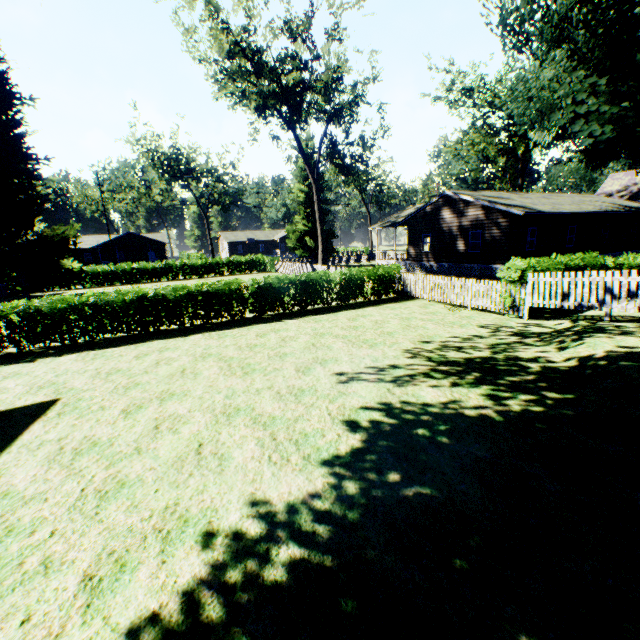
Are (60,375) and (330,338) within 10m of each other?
yes

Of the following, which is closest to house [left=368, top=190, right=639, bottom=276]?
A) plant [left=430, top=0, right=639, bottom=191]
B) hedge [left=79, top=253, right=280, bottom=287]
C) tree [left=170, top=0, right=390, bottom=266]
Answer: plant [left=430, top=0, right=639, bottom=191]

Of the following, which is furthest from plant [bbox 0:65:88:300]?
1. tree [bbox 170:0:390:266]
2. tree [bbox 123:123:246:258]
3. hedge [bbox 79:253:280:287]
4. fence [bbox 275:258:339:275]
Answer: tree [bbox 123:123:246:258]

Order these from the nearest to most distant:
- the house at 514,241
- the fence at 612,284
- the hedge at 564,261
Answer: the fence at 612,284, the hedge at 564,261, the house at 514,241

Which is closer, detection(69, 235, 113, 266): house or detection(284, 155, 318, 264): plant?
detection(284, 155, 318, 264): plant

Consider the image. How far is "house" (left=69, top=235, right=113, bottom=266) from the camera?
53.5m

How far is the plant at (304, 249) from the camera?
39.7m
